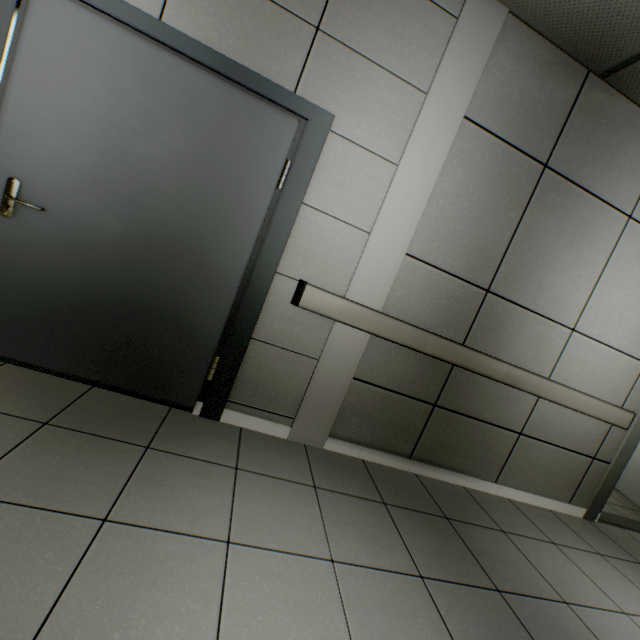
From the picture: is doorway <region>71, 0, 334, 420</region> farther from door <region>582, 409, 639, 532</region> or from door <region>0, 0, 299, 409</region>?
door <region>582, 409, 639, 532</region>

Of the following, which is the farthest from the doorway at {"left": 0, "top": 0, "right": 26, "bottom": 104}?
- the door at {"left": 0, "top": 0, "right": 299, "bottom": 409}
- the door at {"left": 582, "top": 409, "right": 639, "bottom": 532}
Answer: the door at {"left": 582, "top": 409, "right": 639, "bottom": 532}

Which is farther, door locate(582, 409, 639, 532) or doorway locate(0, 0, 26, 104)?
door locate(582, 409, 639, 532)

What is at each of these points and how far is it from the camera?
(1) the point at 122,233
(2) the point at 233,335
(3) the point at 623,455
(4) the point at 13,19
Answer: (1) door, 2.0 meters
(2) doorway, 2.2 meters
(3) door, 3.1 meters
(4) doorway, 1.7 meters

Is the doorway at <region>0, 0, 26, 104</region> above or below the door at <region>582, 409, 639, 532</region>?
above

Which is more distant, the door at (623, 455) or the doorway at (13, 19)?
the door at (623, 455)

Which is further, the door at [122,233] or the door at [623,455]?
the door at [623,455]
